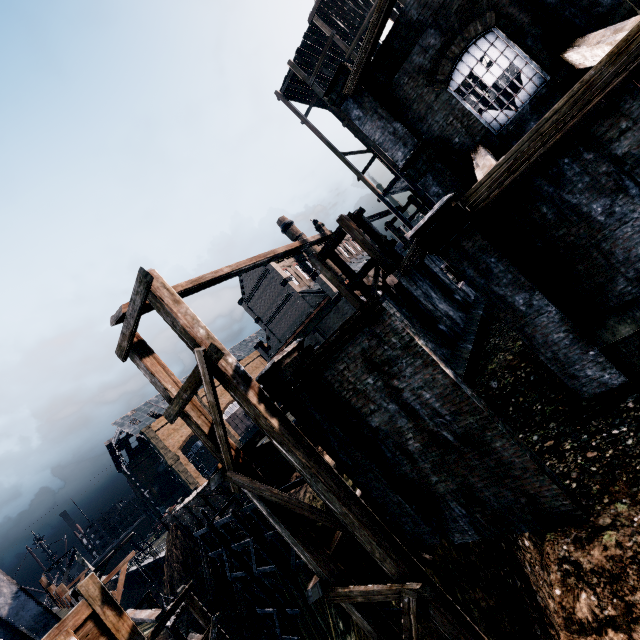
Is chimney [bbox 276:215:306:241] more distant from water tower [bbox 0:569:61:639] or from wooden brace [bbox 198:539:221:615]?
water tower [bbox 0:569:61:639]

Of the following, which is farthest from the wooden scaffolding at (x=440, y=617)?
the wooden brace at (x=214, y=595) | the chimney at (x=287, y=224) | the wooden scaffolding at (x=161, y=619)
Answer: the chimney at (x=287, y=224)

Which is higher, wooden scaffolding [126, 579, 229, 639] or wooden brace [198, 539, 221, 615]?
wooden scaffolding [126, 579, 229, 639]

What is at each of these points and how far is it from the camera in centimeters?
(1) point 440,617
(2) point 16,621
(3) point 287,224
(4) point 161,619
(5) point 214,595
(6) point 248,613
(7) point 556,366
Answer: (1) wooden scaffolding, 795cm
(2) water tower, 892cm
(3) chimney, 5169cm
(4) wooden scaffolding, 1323cm
(5) wooden brace, 2975cm
(6) wooden brace, 2625cm
(7) building, 859cm

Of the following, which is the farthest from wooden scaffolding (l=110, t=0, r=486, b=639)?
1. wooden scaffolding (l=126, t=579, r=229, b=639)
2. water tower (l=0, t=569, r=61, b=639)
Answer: wooden scaffolding (l=126, t=579, r=229, b=639)

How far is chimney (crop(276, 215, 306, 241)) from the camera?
51.84m

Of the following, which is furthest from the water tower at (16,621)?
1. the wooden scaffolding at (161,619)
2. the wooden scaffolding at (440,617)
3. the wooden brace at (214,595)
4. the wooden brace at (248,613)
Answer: the wooden brace at (214,595)

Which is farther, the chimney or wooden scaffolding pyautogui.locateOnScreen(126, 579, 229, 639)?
the chimney
